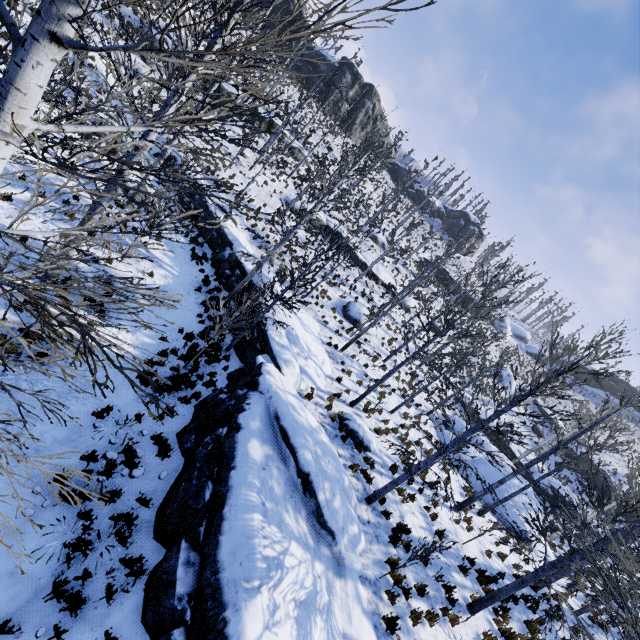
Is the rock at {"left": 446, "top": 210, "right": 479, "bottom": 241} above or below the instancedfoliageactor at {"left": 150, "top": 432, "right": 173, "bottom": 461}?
above

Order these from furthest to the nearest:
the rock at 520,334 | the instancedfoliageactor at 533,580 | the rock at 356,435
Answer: the rock at 520,334, the rock at 356,435, the instancedfoliageactor at 533,580

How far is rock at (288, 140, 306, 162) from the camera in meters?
32.8 m

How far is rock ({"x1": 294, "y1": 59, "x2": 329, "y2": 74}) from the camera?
45.5m

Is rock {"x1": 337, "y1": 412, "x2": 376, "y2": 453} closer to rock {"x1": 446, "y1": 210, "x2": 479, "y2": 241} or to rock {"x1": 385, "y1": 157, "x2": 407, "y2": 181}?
rock {"x1": 385, "y1": 157, "x2": 407, "y2": 181}

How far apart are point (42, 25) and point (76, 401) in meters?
7.7 m

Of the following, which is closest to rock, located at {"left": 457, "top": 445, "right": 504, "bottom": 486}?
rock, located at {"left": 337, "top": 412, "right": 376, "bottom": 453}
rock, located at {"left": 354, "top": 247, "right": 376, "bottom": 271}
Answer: rock, located at {"left": 337, "top": 412, "right": 376, "bottom": 453}

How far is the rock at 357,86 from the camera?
45.6m
